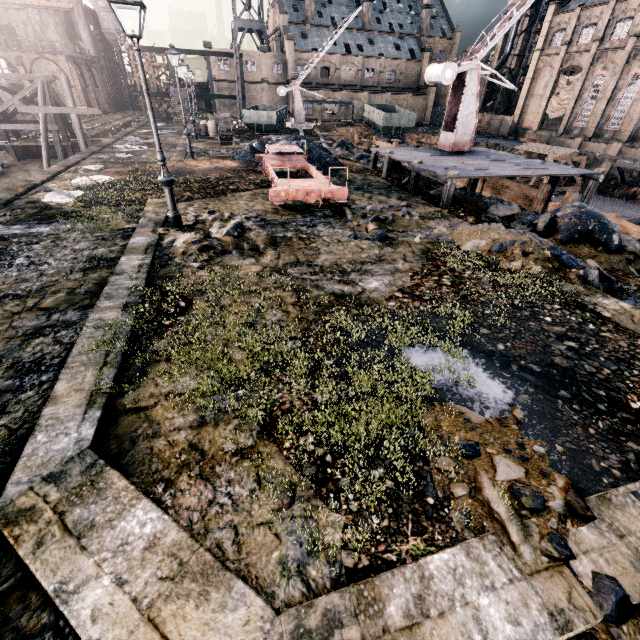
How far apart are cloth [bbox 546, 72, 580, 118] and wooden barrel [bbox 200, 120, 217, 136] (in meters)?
47.95

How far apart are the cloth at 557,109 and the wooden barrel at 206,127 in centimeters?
4795cm

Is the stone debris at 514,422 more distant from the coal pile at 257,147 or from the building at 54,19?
the building at 54,19

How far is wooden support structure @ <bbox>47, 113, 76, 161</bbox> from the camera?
26.4 meters

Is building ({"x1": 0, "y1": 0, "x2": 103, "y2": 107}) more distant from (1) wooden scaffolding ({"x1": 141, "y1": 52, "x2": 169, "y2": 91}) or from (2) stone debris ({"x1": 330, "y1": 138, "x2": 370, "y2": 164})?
(2) stone debris ({"x1": 330, "y1": 138, "x2": 370, "y2": 164})

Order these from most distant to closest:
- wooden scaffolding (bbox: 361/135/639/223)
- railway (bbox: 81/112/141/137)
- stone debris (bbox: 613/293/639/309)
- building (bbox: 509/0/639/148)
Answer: building (bbox: 509/0/639/148), railway (bbox: 81/112/141/137), wooden scaffolding (bbox: 361/135/639/223), stone debris (bbox: 613/293/639/309)

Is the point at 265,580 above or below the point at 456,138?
below

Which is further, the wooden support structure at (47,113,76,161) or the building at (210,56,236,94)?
the building at (210,56,236,94)
